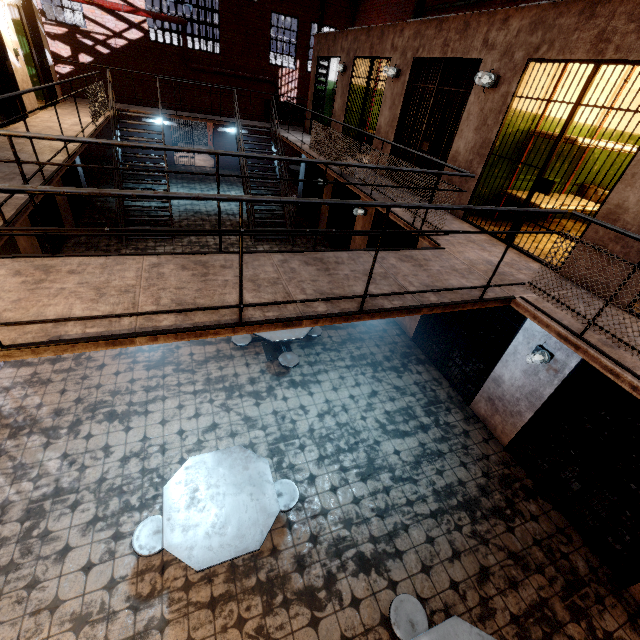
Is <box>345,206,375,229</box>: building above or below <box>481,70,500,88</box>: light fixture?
below

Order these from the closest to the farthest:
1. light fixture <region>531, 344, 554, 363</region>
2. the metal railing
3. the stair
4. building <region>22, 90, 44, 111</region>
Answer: the metal railing, light fixture <region>531, 344, 554, 363</region>, building <region>22, 90, 44, 111</region>, the stair

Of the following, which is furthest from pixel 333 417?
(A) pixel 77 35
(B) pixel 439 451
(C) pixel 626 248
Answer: (A) pixel 77 35

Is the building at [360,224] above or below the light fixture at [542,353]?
below

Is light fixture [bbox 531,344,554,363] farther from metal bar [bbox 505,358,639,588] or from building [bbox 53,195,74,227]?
building [bbox 53,195,74,227]

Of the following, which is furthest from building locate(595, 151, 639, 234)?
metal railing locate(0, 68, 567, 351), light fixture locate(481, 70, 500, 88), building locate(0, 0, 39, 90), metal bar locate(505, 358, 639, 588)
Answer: building locate(0, 0, 39, 90)

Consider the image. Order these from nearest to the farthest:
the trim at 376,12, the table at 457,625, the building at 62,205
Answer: the table at 457,625 → the building at 62,205 → the trim at 376,12

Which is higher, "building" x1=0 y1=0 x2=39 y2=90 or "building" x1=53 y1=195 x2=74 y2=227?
"building" x1=0 y1=0 x2=39 y2=90
